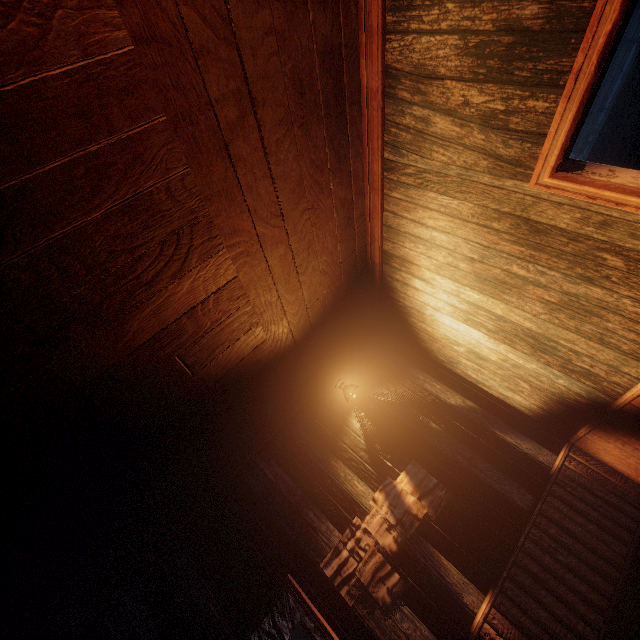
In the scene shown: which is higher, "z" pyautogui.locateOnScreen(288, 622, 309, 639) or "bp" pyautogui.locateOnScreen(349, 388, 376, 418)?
"z" pyautogui.locateOnScreen(288, 622, 309, 639)

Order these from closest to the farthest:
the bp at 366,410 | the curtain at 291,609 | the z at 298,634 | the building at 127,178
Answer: the building at 127,178
the curtain at 291,609
the bp at 366,410
the z at 298,634

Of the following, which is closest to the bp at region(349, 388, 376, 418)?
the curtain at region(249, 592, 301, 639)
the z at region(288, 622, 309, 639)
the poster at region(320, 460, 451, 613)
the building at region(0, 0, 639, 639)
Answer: the building at region(0, 0, 639, 639)

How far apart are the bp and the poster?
0.84m

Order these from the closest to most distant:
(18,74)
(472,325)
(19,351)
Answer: (18,74) < (19,351) < (472,325)

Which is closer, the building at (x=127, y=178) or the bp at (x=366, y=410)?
the building at (x=127, y=178)

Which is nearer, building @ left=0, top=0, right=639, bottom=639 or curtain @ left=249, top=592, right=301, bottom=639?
building @ left=0, top=0, right=639, bottom=639

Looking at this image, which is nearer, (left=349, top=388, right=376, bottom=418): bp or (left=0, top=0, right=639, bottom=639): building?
(left=0, top=0, right=639, bottom=639): building
